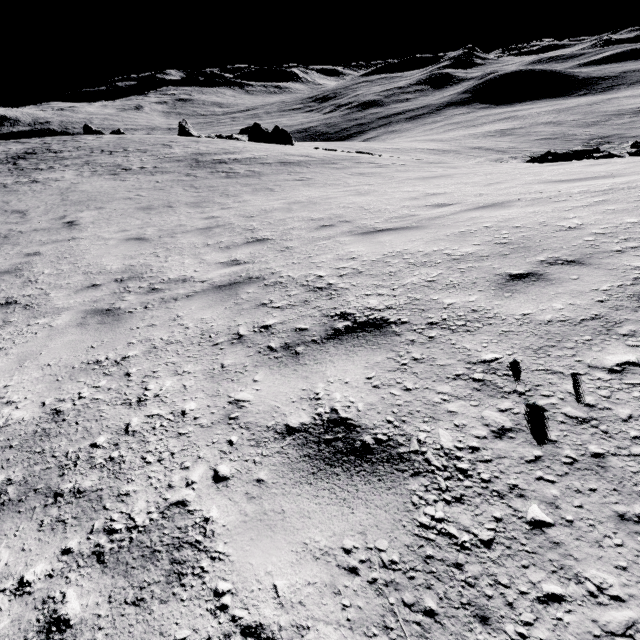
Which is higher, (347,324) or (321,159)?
(347,324)
